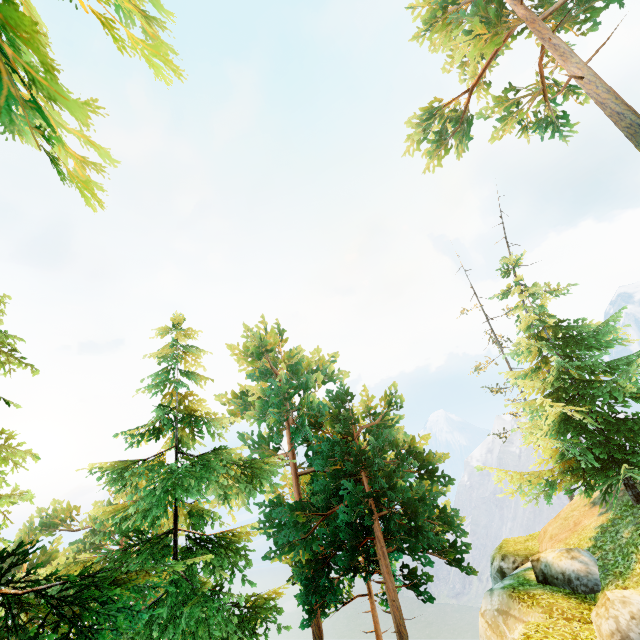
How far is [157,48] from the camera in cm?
331

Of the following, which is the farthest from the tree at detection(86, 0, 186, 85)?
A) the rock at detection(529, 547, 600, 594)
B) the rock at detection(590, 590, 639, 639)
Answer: the rock at detection(590, 590, 639, 639)

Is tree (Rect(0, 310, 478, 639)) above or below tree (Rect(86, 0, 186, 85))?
below

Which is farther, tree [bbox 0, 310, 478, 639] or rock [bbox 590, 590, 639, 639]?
rock [bbox 590, 590, 639, 639]

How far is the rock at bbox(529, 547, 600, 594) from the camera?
10.1m

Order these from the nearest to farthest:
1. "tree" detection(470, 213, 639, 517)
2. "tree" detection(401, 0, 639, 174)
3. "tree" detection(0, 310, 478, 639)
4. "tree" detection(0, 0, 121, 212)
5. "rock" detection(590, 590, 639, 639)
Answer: "tree" detection(0, 0, 121, 212)
"tree" detection(0, 310, 478, 639)
"rock" detection(590, 590, 639, 639)
"tree" detection(470, 213, 639, 517)
"tree" detection(401, 0, 639, 174)

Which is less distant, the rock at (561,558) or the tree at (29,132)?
the tree at (29,132)

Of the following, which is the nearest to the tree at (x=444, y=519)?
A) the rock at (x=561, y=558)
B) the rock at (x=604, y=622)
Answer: the rock at (x=561, y=558)
